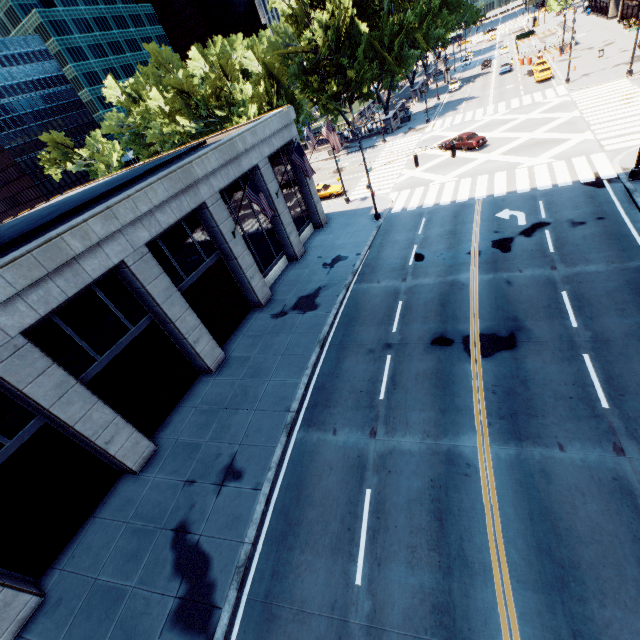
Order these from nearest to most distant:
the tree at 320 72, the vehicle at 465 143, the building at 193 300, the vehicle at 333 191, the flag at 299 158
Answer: the building at 193 300
the flag at 299 158
the vehicle at 465 143
the vehicle at 333 191
the tree at 320 72

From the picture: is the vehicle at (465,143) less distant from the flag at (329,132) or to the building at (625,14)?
the flag at (329,132)

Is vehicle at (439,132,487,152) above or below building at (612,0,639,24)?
below

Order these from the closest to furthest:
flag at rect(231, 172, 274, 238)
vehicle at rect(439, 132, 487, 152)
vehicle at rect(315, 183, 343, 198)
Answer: flag at rect(231, 172, 274, 238) → vehicle at rect(439, 132, 487, 152) → vehicle at rect(315, 183, 343, 198)

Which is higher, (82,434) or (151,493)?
(82,434)

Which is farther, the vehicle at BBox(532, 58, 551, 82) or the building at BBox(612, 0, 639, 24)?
the building at BBox(612, 0, 639, 24)

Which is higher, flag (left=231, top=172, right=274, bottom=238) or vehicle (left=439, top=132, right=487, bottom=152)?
flag (left=231, top=172, right=274, bottom=238)

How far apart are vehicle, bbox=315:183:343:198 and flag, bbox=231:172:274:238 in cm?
1877
